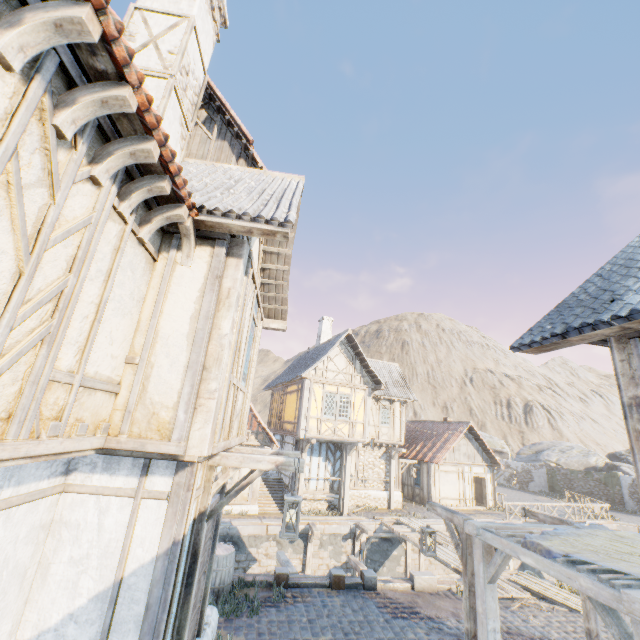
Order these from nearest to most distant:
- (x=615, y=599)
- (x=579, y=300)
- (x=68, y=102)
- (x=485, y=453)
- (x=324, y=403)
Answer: (x=68, y=102)
(x=615, y=599)
(x=579, y=300)
(x=324, y=403)
(x=485, y=453)

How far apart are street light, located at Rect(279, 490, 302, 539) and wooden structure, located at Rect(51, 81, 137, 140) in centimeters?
417cm

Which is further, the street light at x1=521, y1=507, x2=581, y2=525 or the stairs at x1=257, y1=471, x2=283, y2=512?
the stairs at x1=257, y1=471, x2=283, y2=512

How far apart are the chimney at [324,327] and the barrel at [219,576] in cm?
1436

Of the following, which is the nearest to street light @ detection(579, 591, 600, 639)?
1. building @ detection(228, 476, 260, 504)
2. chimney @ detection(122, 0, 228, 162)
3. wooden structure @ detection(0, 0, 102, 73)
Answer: wooden structure @ detection(0, 0, 102, 73)

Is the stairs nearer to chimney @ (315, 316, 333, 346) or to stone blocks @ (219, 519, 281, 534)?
stone blocks @ (219, 519, 281, 534)

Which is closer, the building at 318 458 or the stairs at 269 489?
the stairs at 269 489

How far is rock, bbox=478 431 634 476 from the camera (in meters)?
34.11
